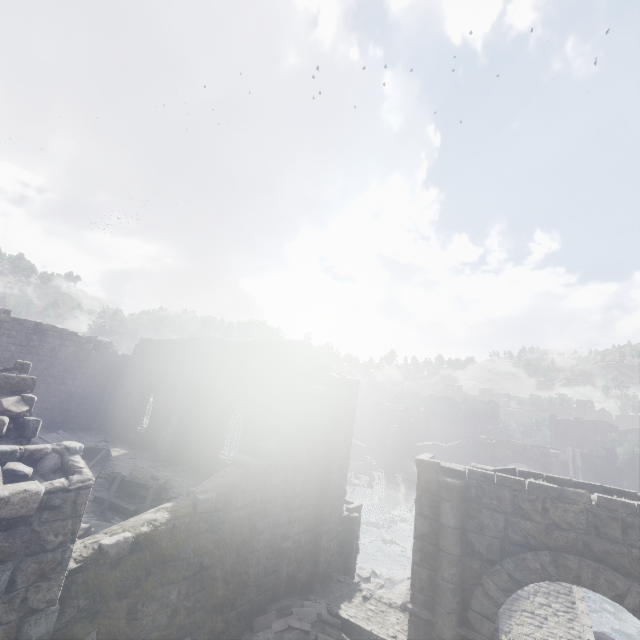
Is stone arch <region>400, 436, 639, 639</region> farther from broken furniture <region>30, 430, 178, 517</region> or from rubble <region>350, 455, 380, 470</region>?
rubble <region>350, 455, 380, 470</region>

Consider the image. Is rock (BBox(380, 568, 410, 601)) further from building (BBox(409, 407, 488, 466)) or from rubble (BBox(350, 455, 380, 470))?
rubble (BBox(350, 455, 380, 470))

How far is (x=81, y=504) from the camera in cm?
545

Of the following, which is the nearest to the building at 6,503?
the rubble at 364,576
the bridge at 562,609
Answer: the rubble at 364,576

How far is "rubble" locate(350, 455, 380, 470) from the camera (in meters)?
40.31

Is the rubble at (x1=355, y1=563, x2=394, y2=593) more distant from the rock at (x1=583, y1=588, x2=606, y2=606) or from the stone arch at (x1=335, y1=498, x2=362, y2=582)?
the rock at (x1=583, y1=588, x2=606, y2=606)

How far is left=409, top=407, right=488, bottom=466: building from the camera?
44.88m

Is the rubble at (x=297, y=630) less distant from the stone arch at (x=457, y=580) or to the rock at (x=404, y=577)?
the stone arch at (x=457, y=580)
